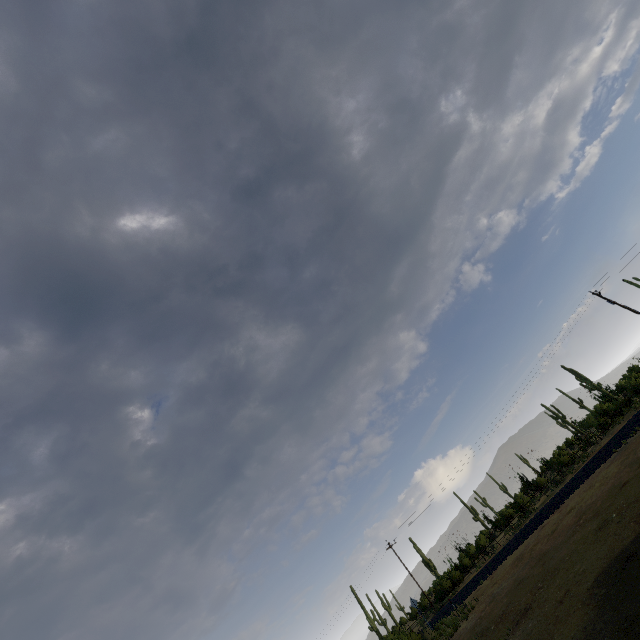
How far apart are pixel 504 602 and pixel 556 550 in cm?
375
